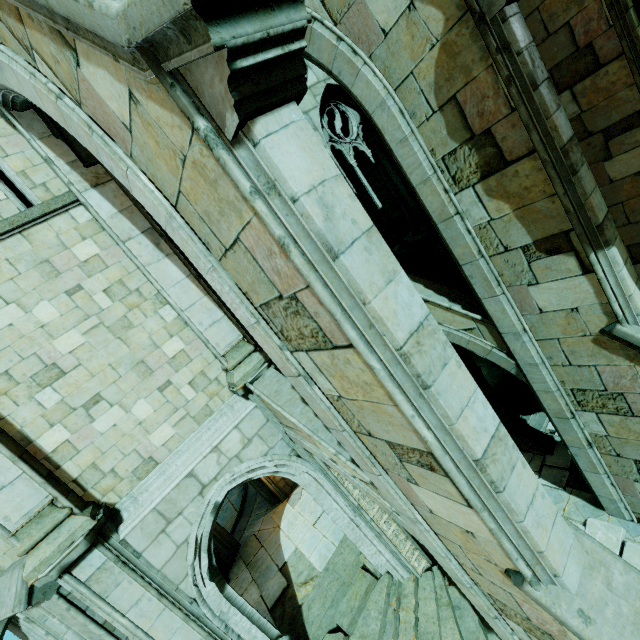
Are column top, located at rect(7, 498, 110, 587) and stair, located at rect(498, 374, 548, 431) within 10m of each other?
no

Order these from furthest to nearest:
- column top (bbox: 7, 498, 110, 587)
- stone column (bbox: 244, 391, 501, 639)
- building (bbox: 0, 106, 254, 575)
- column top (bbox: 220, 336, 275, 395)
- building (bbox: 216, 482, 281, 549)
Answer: building (bbox: 216, 482, 281, 549) → stone column (bbox: 244, 391, 501, 639) → column top (bbox: 220, 336, 275, 395) → building (bbox: 0, 106, 254, 575) → column top (bbox: 7, 498, 110, 587)

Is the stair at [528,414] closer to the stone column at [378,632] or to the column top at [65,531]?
the stone column at [378,632]

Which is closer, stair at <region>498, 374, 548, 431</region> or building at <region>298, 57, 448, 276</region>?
building at <region>298, 57, 448, 276</region>

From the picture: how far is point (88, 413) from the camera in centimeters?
602cm

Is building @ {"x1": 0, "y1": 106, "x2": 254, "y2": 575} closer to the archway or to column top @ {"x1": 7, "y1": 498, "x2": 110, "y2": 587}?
column top @ {"x1": 7, "y1": 498, "x2": 110, "y2": 587}

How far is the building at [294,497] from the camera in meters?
12.7 m

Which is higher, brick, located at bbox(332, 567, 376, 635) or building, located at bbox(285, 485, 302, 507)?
building, located at bbox(285, 485, 302, 507)
